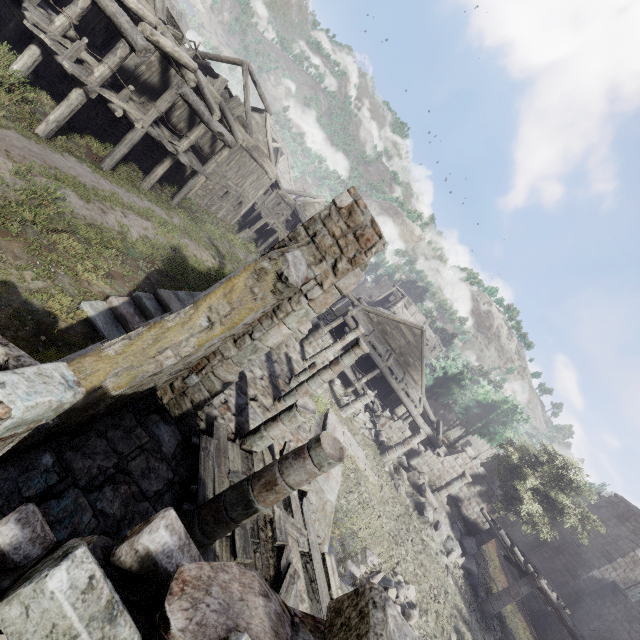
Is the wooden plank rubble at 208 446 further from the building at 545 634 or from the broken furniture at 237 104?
the broken furniture at 237 104

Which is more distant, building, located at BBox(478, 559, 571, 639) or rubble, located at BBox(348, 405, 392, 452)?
rubble, located at BBox(348, 405, 392, 452)

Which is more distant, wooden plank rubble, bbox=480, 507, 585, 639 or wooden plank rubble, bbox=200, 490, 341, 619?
wooden plank rubble, bbox=480, 507, 585, 639

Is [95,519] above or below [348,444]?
below

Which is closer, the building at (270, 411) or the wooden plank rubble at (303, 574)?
the building at (270, 411)

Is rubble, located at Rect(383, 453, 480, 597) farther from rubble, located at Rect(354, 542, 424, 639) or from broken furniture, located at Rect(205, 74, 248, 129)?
broken furniture, located at Rect(205, 74, 248, 129)

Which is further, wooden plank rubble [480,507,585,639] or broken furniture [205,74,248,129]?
broken furniture [205,74,248,129]

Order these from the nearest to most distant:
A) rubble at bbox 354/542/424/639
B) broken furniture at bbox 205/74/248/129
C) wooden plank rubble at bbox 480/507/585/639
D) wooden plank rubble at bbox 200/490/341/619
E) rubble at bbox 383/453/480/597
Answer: wooden plank rubble at bbox 200/490/341/619
rubble at bbox 354/542/424/639
wooden plank rubble at bbox 480/507/585/639
rubble at bbox 383/453/480/597
broken furniture at bbox 205/74/248/129
